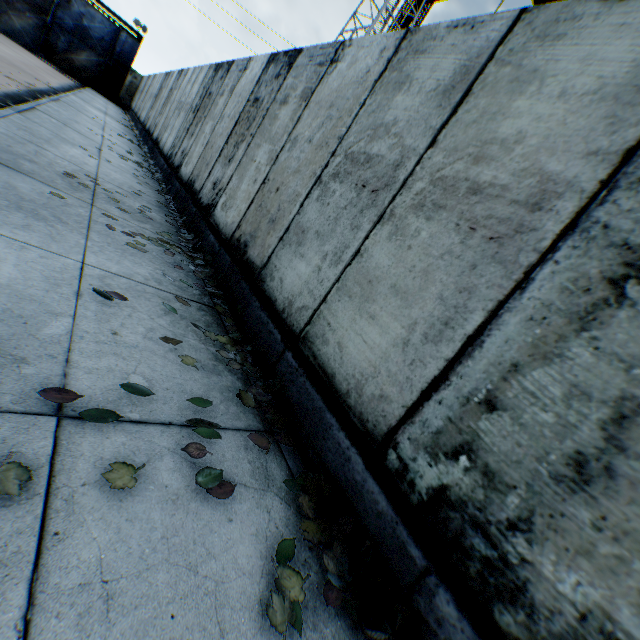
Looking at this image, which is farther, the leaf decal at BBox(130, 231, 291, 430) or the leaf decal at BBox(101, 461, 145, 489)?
the leaf decal at BBox(130, 231, 291, 430)

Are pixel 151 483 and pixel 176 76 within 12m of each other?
no

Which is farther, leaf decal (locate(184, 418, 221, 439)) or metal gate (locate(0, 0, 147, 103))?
metal gate (locate(0, 0, 147, 103))

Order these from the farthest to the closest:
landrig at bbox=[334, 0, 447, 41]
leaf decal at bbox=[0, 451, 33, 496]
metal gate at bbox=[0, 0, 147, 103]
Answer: landrig at bbox=[334, 0, 447, 41] < metal gate at bbox=[0, 0, 147, 103] < leaf decal at bbox=[0, 451, 33, 496]

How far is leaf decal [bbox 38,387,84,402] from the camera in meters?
1.6

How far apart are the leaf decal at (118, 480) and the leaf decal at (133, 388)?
0.53m

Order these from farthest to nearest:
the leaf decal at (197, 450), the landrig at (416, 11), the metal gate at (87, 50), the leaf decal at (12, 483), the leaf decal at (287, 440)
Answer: the landrig at (416, 11)
the metal gate at (87, 50)
the leaf decal at (287, 440)
the leaf decal at (197, 450)
the leaf decal at (12, 483)

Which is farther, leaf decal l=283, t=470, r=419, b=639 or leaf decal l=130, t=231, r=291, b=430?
leaf decal l=130, t=231, r=291, b=430
